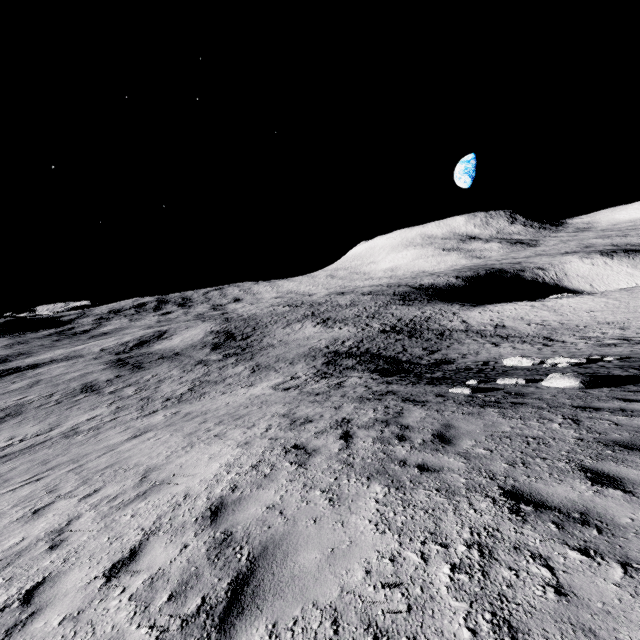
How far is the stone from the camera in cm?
810

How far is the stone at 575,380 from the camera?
8.1m

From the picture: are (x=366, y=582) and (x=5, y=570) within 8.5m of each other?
yes
